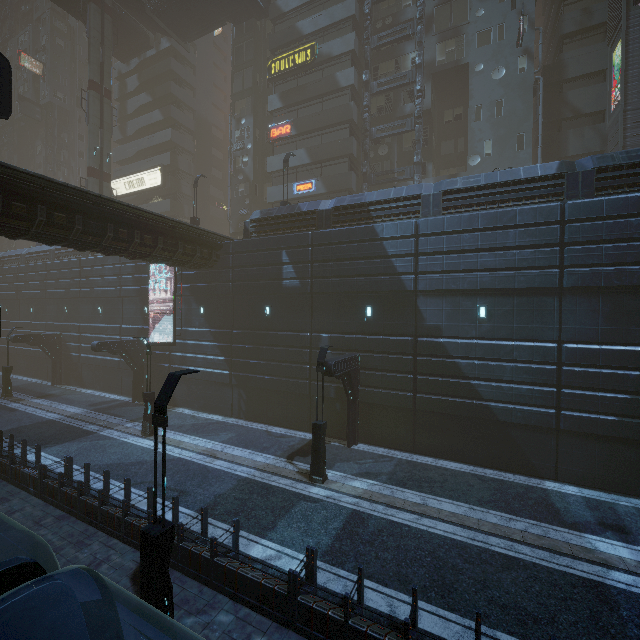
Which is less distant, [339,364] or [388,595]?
[388,595]

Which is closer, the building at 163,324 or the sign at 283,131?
the building at 163,324

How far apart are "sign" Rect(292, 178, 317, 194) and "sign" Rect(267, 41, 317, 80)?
10.4 meters

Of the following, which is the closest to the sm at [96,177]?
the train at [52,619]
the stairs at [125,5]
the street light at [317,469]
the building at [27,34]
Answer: the stairs at [125,5]

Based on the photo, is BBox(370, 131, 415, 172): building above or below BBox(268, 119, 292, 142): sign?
below

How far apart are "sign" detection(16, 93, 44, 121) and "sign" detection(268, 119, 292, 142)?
49.7 meters

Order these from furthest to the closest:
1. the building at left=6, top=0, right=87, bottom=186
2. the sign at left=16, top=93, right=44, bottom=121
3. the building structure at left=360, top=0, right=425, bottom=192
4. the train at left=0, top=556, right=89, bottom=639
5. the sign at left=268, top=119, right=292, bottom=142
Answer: the building at left=6, top=0, right=87, bottom=186, the sign at left=16, top=93, right=44, bottom=121, the sign at left=268, top=119, right=292, bottom=142, the building structure at left=360, top=0, right=425, bottom=192, the train at left=0, top=556, right=89, bottom=639

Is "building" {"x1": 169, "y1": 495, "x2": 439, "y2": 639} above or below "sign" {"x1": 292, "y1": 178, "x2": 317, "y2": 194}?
below
